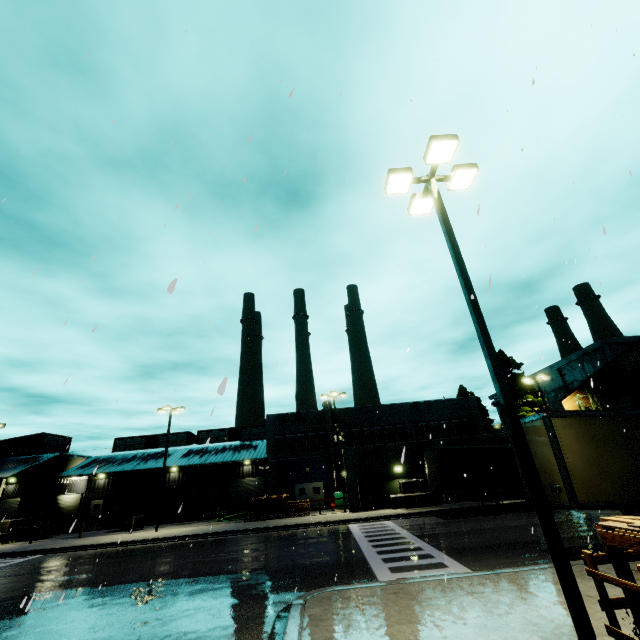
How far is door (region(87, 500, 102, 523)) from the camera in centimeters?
3950cm

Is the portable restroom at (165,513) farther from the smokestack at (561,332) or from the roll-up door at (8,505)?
the smokestack at (561,332)

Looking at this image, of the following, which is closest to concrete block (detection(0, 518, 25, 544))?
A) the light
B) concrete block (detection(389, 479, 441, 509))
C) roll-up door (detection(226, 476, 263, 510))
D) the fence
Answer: roll-up door (detection(226, 476, 263, 510))

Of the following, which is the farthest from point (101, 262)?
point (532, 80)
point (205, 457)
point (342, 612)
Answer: point (205, 457)

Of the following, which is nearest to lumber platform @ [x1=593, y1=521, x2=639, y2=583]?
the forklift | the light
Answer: the light

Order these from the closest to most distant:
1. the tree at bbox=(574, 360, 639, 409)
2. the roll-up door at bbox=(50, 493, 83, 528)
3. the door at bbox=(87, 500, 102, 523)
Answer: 1. the tree at bbox=(574, 360, 639, 409)
2. the roll-up door at bbox=(50, 493, 83, 528)
3. the door at bbox=(87, 500, 102, 523)

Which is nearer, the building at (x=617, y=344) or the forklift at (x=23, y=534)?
the building at (x=617, y=344)

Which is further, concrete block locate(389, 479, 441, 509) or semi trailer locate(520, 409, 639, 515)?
concrete block locate(389, 479, 441, 509)
